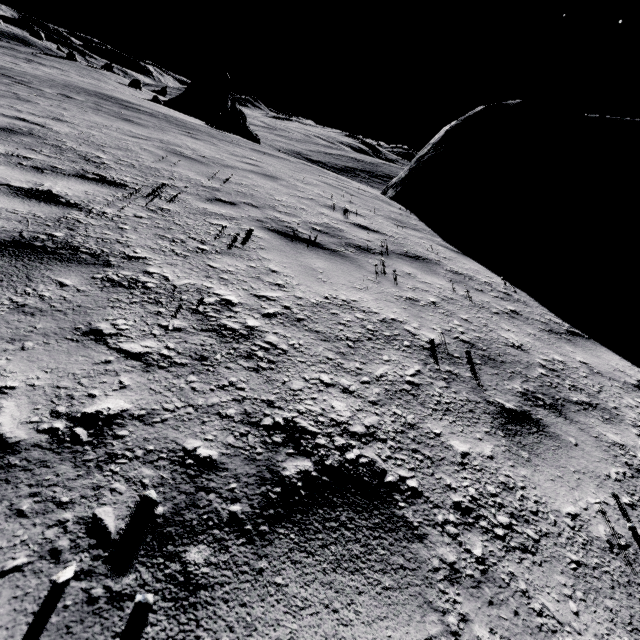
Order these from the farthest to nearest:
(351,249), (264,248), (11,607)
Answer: (351,249), (264,248), (11,607)

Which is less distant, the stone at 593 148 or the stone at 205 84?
the stone at 593 148

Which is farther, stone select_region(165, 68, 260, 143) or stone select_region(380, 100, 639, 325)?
stone select_region(165, 68, 260, 143)

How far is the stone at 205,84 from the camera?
28.9m

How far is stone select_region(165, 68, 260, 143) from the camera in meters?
28.9 m
